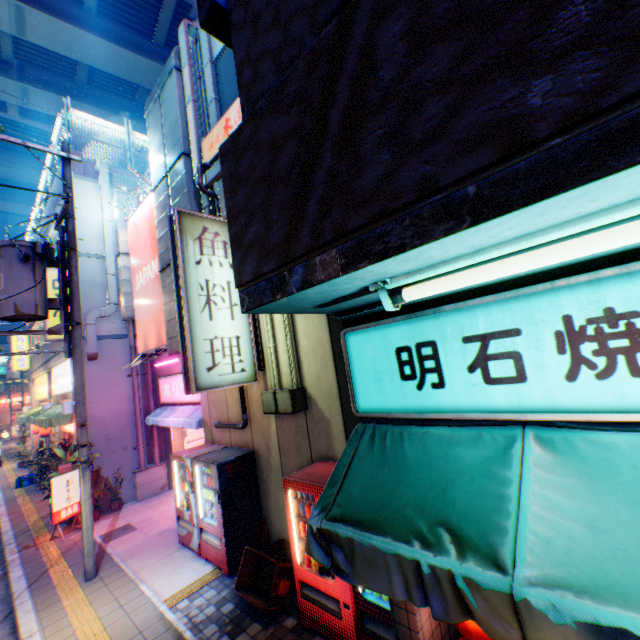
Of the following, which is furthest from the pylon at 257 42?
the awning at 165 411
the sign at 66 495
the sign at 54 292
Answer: the sign at 54 292

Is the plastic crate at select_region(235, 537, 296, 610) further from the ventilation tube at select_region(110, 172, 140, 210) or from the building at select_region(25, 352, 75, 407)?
the ventilation tube at select_region(110, 172, 140, 210)

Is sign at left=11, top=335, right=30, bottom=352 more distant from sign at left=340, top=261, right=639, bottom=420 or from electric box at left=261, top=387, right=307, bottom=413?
sign at left=340, top=261, right=639, bottom=420

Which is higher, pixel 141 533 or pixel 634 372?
pixel 634 372

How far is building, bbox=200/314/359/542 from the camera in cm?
552

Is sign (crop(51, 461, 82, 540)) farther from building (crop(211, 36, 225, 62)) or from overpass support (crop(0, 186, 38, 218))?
overpass support (crop(0, 186, 38, 218))

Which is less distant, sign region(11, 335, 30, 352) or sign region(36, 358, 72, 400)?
sign region(36, 358, 72, 400)

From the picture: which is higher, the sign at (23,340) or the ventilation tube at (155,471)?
the sign at (23,340)
